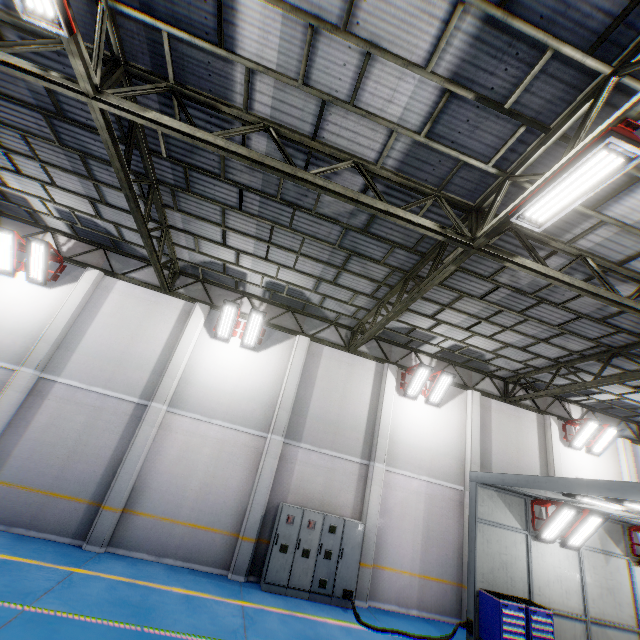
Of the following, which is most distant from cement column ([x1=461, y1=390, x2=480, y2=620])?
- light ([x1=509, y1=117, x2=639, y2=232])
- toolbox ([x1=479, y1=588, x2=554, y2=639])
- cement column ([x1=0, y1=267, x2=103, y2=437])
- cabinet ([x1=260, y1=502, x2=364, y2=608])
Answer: cement column ([x1=0, y1=267, x2=103, y2=437])

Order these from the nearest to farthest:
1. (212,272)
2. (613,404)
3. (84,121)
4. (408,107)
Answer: (408,107) → (84,121) → (212,272) → (613,404)

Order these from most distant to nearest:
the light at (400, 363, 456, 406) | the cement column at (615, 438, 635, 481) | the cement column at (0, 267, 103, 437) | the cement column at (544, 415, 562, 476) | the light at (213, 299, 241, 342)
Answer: the cement column at (615, 438, 635, 481) → the cement column at (544, 415, 562, 476) → the light at (400, 363, 456, 406) → the light at (213, 299, 241, 342) → the cement column at (0, 267, 103, 437)

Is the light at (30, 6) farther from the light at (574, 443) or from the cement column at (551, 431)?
the light at (574, 443)

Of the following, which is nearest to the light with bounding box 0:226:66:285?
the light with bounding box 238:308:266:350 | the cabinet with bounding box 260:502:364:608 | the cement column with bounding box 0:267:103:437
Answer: the cement column with bounding box 0:267:103:437

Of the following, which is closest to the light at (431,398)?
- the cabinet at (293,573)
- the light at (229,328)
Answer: the cabinet at (293,573)

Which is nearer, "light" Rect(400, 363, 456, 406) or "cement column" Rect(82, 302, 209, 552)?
"cement column" Rect(82, 302, 209, 552)

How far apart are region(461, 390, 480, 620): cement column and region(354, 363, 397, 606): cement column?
3.4m
